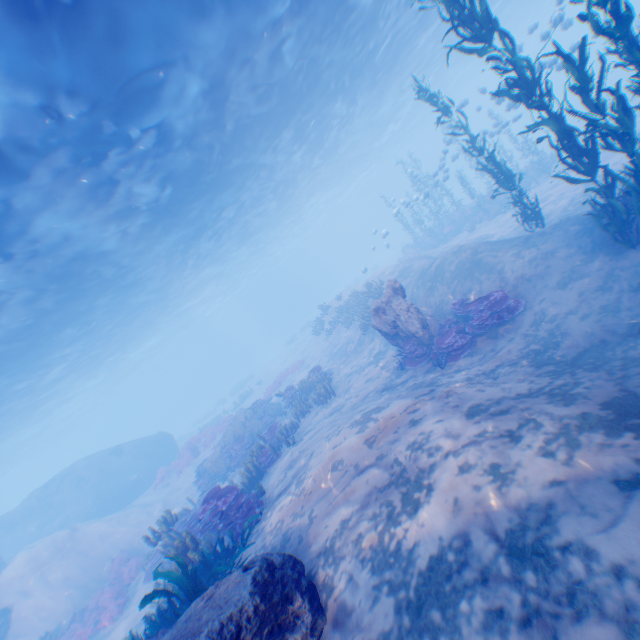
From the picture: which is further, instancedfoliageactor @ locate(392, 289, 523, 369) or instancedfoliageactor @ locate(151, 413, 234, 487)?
instancedfoliageactor @ locate(151, 413, 234, 487)

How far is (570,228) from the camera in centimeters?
941cm

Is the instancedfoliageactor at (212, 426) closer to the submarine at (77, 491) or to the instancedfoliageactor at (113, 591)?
the submarine at (77, 491)

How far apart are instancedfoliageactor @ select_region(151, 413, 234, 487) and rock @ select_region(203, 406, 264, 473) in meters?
6.2 m

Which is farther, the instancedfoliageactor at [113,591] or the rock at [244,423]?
the rock at [244,423]

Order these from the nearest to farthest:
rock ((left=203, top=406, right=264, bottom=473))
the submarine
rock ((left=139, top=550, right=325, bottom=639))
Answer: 1. rock ((left=139, top=550, right=325, bottom=639))
2. rock ((left=203, top=406, right=264, bottom=473))
3. the submarine

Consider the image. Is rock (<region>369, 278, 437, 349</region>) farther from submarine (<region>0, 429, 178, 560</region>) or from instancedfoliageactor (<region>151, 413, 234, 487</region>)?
instancedfoliageactor (<region>151, 413, 234, 487</region>)

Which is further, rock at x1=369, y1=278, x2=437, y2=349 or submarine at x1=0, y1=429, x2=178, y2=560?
submarine at x1=0, y1=429, x2=178, y2=560
